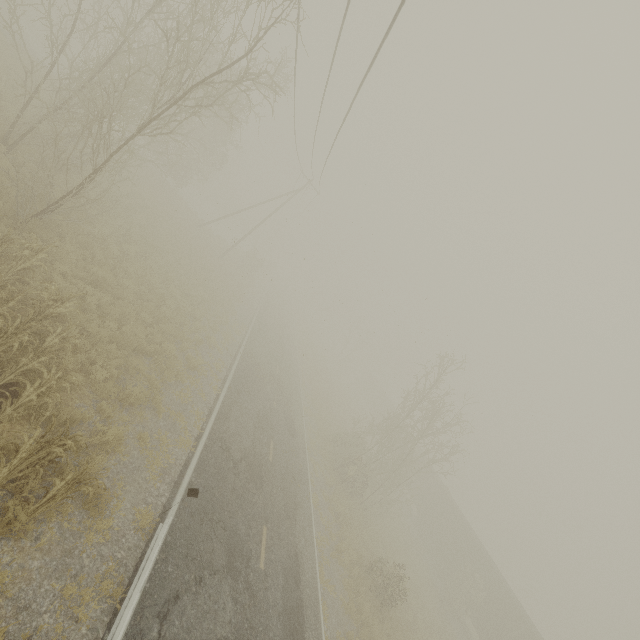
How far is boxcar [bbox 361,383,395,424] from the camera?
51.5m

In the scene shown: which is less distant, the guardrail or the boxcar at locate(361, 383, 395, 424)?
the guardrail

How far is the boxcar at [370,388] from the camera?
51.5m

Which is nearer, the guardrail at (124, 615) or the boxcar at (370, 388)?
the guardrail at (124, 615)

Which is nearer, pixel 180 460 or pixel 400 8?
pixel 400 8

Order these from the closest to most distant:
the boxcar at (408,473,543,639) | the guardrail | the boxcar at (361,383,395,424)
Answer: the guardrail
the boxcar at (408,473,543,639)
the boxcar at (361,383,395,424)

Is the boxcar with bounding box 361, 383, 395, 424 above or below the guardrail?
above
